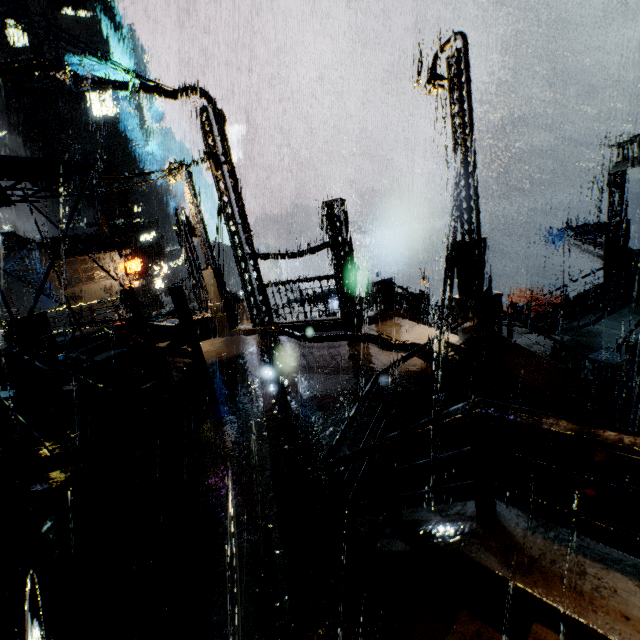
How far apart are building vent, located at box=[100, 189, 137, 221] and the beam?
63.6m

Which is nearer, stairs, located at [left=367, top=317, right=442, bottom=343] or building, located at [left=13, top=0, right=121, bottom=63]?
stairs, located at [left=367, top=317, right=442, bottom=343]

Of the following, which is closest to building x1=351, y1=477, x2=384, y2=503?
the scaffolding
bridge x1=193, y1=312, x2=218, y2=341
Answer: bridge x1=193, y1=312, x2=218, y2=341

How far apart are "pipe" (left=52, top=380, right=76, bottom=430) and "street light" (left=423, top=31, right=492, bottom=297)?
11.8 meters

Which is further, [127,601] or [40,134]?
[40,134]

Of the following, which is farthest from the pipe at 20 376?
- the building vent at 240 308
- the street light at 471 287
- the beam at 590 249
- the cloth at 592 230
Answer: the cloth at 592 230

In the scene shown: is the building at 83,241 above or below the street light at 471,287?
above
